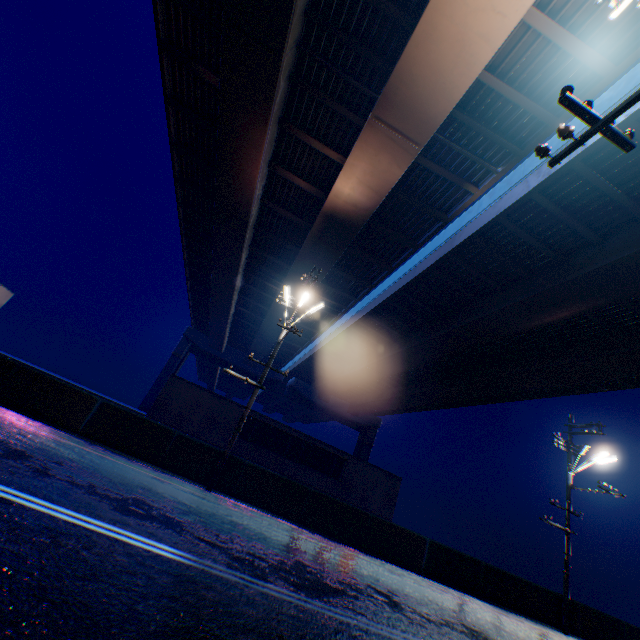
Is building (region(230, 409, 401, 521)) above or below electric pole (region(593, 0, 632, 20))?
below

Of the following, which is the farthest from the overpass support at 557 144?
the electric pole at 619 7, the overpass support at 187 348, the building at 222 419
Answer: the building at 222 419

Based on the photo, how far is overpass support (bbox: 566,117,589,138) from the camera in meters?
12.2 m

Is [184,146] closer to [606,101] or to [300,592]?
[606,101]

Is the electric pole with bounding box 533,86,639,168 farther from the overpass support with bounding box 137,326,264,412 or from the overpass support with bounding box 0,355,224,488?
the overpass support with bounding box 137,326,264,412

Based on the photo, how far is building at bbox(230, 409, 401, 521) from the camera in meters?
22.2

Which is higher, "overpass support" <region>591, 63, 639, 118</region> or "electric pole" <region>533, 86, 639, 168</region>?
"overpass support" <region>591, 63, 639, 118</region>

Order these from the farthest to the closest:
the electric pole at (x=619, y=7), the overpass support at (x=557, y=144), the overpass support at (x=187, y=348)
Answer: the overpass support at (x=187, y=348) → the overpass support at (x=557, y=144) → the electric pole at (x=619, y=7)
